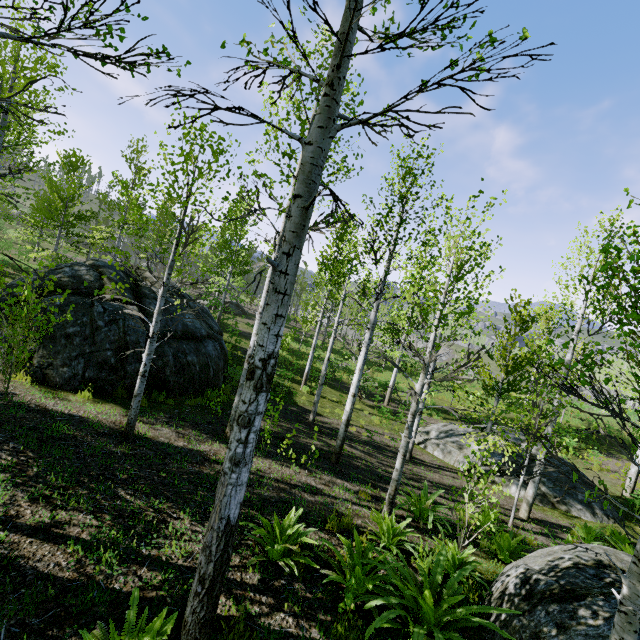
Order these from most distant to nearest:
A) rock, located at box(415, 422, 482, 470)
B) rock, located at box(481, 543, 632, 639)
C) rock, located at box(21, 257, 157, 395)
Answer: rock, located at box(415, 422, 482, 470) → rock, located at box(21, 257, 157, 395) → rock, located at box(481, 543, 632, 639)

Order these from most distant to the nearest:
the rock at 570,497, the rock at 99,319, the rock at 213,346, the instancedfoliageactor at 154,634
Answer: the rock at 570,497, the rock at 213,346, the rock at 99,319, the instancedfoliageactor at 154,634

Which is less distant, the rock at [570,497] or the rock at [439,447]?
the rock at [570,497]

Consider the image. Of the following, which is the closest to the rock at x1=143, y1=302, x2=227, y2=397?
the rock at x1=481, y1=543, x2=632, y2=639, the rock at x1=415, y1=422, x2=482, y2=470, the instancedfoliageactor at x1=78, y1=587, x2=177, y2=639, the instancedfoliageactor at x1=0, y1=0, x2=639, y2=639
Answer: the instancedfoliageactor at x1=78, y1=587, x2=177, y2=639

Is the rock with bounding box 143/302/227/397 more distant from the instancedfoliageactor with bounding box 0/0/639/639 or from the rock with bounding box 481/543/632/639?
the instancedfoliageactor with bounding box 0/0/639/639

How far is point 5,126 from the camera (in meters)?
8.55

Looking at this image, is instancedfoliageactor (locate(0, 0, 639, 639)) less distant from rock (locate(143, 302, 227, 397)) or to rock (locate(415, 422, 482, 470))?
rock (locate(415, 422, 482, 470))
